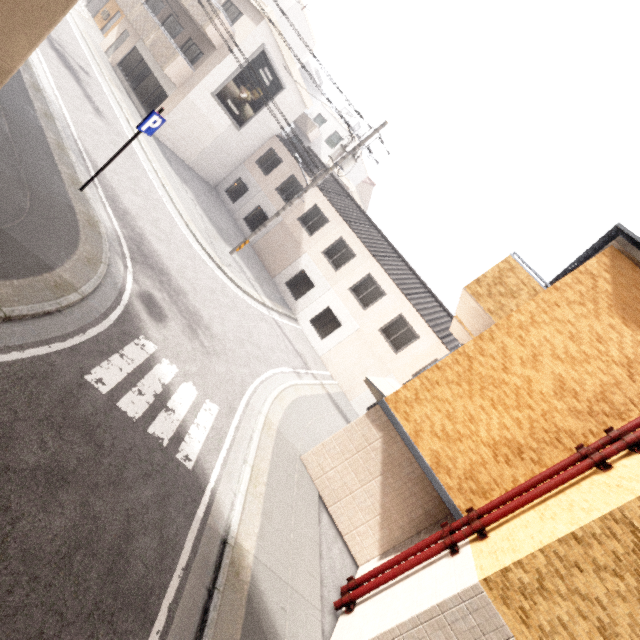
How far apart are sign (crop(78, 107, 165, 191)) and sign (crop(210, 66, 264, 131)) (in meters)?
13.12

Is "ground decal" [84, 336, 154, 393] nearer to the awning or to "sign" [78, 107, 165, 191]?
the awning

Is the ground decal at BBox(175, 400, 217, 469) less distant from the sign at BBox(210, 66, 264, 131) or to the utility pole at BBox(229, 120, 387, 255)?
the utility pole at BBox(229, 120, 387, 255)

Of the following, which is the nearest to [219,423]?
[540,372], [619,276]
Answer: [540,372]

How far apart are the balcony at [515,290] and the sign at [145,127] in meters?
8.4 m

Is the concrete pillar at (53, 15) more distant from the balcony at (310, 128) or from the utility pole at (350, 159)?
the balcony at (310, 128)

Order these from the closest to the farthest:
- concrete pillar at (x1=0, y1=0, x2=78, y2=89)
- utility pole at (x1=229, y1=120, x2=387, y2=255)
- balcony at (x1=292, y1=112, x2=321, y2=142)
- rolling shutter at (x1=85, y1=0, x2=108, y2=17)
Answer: concrete pillar at (x1=0, y1=0, x2=78, y2=89) → utility pole at (x1=229, y1=120, x2=387, y2=255) → rolling shutter at (x1=85, y1=0, x2=108, y2=17) → balcony at (x1=292, y1=112, x2=321, y2=142)

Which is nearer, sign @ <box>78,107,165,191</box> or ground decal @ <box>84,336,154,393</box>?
ground decal @ <box>84,336,154,393</box>
